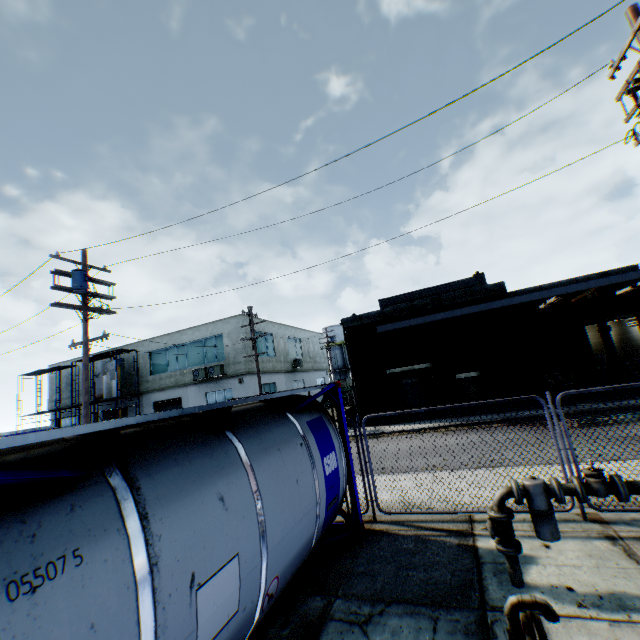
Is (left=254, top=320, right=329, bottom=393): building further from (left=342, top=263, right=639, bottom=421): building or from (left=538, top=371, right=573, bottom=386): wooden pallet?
(left=538, top=371, right=573, bottom=386): wooden pallet

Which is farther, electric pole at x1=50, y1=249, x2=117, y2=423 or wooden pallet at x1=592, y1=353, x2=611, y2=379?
wooden pallet at x1=592, y1=353, x2=611, y2=379

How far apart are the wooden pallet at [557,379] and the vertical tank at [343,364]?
35.9m

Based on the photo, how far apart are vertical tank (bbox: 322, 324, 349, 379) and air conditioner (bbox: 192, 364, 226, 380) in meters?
28.3

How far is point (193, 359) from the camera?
29.2m

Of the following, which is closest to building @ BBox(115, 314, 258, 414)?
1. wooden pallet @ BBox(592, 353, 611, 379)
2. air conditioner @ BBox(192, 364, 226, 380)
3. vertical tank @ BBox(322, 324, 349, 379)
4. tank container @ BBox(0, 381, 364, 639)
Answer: air conditioner @ BBox(192, 364, 226, 380)

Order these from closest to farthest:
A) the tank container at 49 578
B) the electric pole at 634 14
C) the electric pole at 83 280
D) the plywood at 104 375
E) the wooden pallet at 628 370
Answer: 1. the tank container at 49 578
2. the electric pole at 634 14
3. the electric pole at 83 280
4. the wooden pallet at 628 370
5. the plywood at 104 375

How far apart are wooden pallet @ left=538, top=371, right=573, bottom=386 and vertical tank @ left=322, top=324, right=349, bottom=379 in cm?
3588
